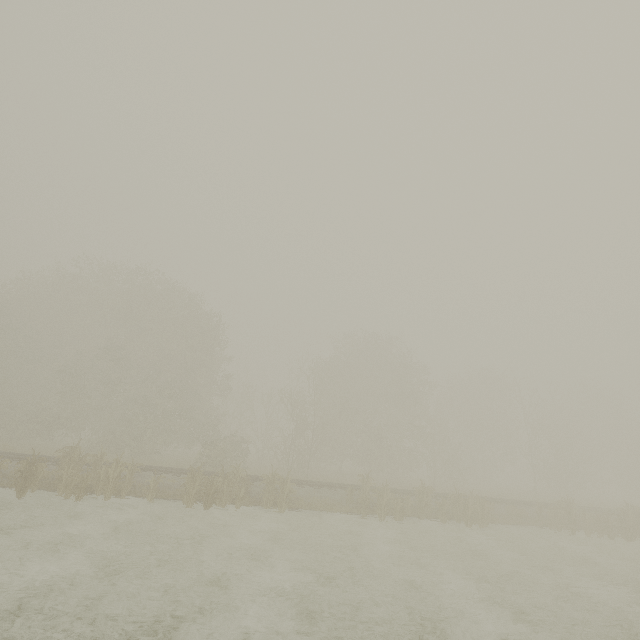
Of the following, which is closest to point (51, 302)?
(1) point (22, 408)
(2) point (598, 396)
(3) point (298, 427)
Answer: A: (1) point (22, 408)
